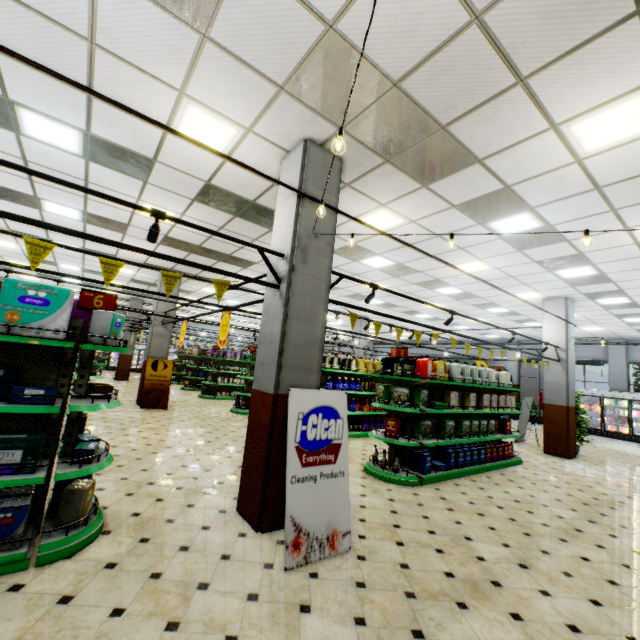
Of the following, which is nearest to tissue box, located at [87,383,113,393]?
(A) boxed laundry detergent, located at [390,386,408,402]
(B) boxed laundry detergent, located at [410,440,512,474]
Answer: (A) boxed laundry detergent, located at [390,386,408,402]

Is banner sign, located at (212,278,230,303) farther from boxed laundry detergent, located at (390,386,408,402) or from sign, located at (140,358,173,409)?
sign, located at (140,358,173,409)

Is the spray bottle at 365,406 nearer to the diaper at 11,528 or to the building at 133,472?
the building at 133,472

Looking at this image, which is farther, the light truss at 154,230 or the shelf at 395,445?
the shelf at 395,445

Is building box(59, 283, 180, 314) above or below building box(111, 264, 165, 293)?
below

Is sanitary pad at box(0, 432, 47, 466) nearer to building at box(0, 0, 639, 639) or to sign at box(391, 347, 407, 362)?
building at box(0, 0, 639, 639)

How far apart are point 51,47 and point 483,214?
6.43m

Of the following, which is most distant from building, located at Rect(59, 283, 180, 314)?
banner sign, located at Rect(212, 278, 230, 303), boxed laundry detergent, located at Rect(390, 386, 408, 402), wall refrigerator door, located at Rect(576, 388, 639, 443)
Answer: boxed laundry detergent, located at Rect(390, 386, 408, 402)
